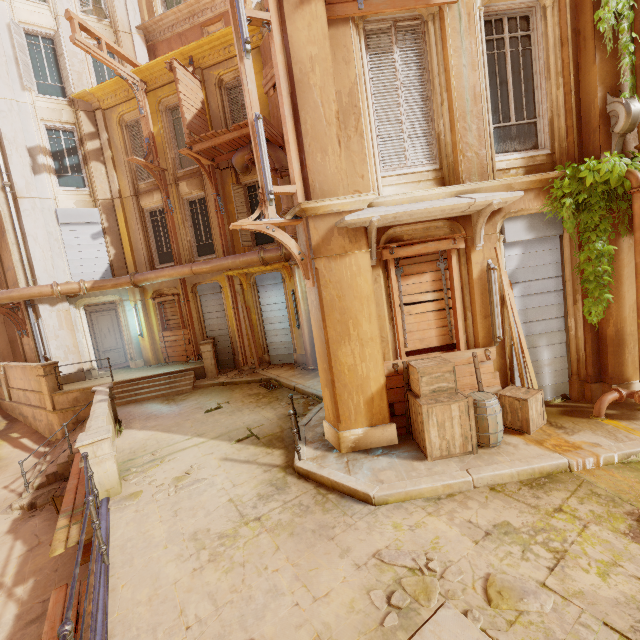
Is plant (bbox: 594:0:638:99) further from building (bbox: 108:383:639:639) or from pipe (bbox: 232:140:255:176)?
pipe (bbox: 232:140:255:176)

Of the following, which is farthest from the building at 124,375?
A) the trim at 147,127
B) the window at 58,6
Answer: the window at 58,6

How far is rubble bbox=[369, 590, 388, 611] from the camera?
3.24m

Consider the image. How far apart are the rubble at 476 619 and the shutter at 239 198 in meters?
12.6 m

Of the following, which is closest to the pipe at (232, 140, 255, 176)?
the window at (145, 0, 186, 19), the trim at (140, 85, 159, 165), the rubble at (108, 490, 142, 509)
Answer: the trim at (140, 85, 159, 165)

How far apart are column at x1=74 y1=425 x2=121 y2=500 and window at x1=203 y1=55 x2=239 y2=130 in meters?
10.7

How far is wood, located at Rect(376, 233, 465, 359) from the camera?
5.9m

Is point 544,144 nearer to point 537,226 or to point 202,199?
point 537,226
